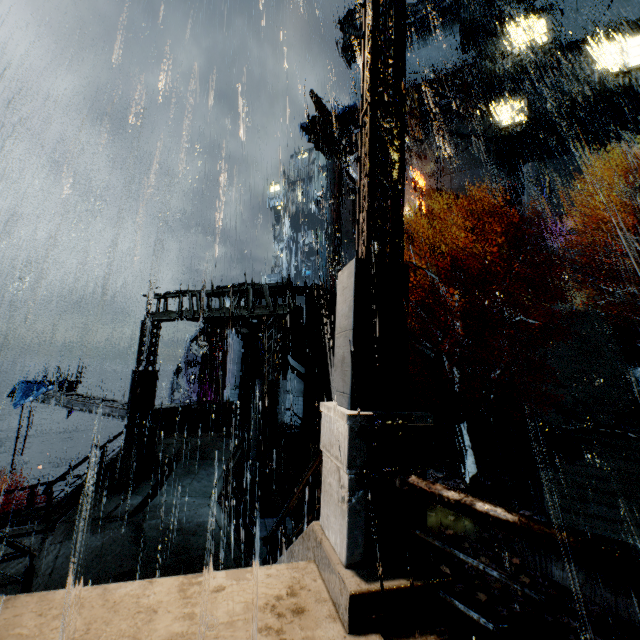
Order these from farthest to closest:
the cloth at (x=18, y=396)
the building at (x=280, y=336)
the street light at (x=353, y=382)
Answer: the cloth at (x=18, y=396)
the building at (x=280, y=336)
the street light at (x=353, y=382)

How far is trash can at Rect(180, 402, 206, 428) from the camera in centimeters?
1723cm

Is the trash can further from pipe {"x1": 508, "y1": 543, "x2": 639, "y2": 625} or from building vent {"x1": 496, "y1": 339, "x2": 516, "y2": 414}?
building vent {"x1": 496, "y1": 339, "x2": 516, "y2": 414}

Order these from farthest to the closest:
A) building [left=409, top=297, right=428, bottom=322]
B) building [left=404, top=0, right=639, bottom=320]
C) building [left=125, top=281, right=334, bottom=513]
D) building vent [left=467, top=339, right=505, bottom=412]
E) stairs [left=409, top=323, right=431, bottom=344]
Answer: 1. building [left=409, top=297, right=428, bottom=322]
2. stairs [left=409, top=323, right=431, bottom=344]
3. building [left=404, top=0, right=639, bottom=320]
4. building vent [left=467, top=339, right=505, bottom=412]
5. building [left=125, top=281, right=334, bottom=513]

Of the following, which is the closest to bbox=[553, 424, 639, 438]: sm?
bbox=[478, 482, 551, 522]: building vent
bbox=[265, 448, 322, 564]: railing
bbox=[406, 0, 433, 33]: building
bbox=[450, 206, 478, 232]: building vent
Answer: bbox=[478, 482, 551, 522]: building vent

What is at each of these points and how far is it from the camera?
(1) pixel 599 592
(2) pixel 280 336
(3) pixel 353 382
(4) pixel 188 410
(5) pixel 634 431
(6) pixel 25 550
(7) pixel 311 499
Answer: (1) pipe, 7.7 meters
(2) building, 13.1 meters
(3) street light, 3.0 meters
(4) trash can, 17.3 meters
(5) sm, 14.9 meters
(6) railing, 5.8 meters
(7) railing, 4.3 meters

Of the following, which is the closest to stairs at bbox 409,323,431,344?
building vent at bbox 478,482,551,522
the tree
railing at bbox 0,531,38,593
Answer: building vent at bbox 478,482,551,522

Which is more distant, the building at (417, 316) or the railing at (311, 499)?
the building at (417, 316)
